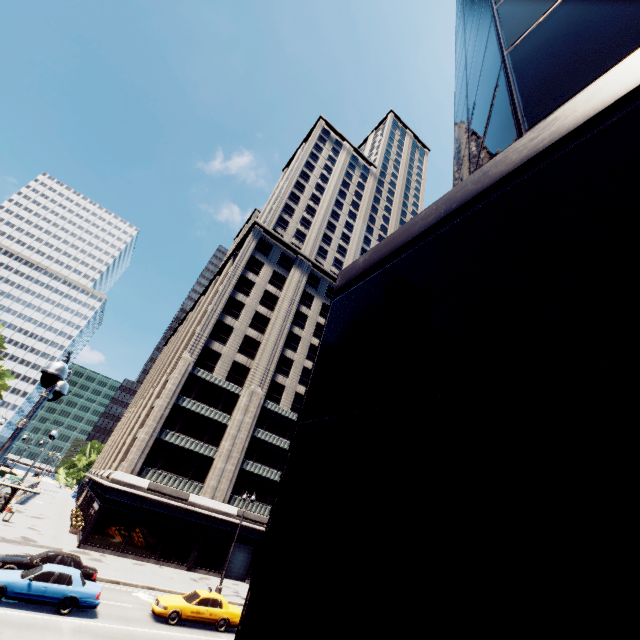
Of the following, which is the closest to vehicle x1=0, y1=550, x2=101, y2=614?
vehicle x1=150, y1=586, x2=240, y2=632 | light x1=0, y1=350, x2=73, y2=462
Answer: vehicle x1=150, y1=586, x2=240, y2=632

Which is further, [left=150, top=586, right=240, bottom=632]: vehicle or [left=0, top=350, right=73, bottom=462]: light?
[left=150, top=586, right=240, bottom=632]: vehicle

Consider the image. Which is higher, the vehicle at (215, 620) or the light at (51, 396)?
the light at (51, 396)

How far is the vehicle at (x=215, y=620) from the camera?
17.50m

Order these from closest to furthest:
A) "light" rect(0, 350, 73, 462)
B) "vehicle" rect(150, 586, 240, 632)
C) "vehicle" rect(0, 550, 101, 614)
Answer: "light" rect(0, 350, 73, 462) < "vehicle" rect(0, 550, 101, 614) < "vehicle" rect(150, 586, 240, 632)

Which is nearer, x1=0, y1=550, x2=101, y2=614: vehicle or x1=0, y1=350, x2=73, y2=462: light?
x1=0, y1=350, x2=73, y2=462: light

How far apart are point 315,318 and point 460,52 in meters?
43.2 m

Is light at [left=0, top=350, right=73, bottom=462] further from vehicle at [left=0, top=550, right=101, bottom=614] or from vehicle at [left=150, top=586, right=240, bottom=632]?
vehicle at [left=150, top=586, right=240, bottom=632]
